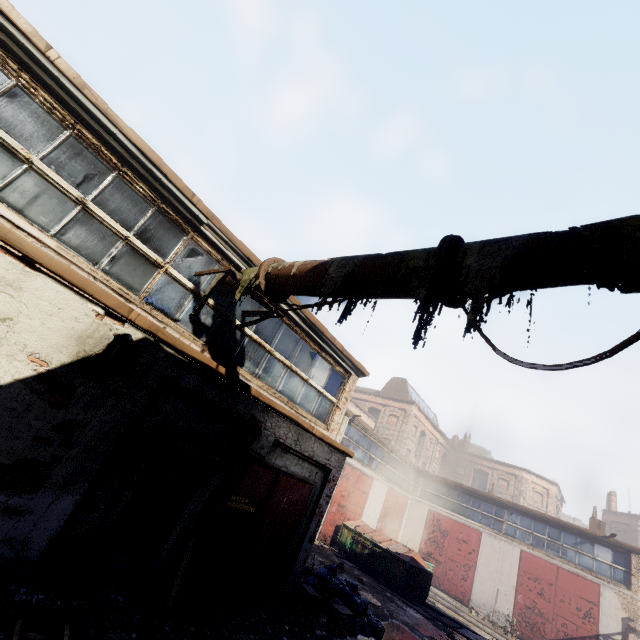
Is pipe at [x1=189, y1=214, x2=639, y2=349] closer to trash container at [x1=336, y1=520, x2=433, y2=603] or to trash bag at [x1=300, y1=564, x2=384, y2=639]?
trash bag at [x1=300, y1=564, x2=384, y2=639]

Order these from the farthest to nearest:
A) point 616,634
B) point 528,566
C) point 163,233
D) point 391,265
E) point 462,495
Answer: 1. point 462,495
2. point 528,566
3. point 616,634
4. point 163,233
5. point 391,265

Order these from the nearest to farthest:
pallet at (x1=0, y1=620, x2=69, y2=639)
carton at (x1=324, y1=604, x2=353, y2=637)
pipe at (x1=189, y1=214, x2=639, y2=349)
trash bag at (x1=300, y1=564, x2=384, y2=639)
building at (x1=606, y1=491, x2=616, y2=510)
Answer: pipe at (x1=189, y1=214, x2=639, y2=349) < pallet at (x1=0, y1=620, x2=69, y2=639) < carton at (x1=324, y1=604, x2=353, y2=637) < trash bag at (x1=300, y1=564, x2=384, y2=639) < building at (x1=606, y1=491, x2=616, y2=510)

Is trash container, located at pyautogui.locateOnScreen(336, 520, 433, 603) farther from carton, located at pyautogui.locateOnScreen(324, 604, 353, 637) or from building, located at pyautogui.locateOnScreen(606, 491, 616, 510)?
building, located at pyautogui.locateOnScreen(606, 491, 616, 510)

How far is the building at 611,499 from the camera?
40.1m

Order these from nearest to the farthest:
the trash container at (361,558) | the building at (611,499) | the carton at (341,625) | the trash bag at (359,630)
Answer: the carton at (341,625)
the trash bag at (359,630)
the trash container at (361,558)
the building at (611,499)

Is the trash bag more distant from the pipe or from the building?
the building

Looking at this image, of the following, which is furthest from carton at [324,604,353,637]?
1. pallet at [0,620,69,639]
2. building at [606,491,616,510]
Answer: building at [606,491,616,510]
